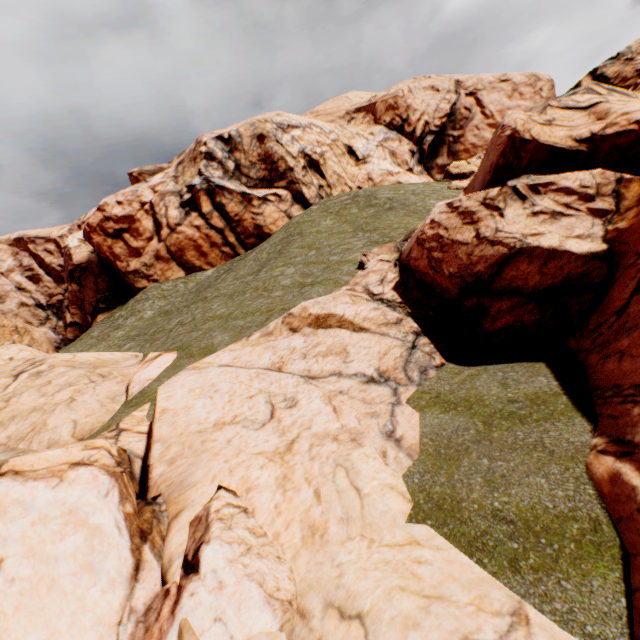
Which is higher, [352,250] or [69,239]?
[69,239]
